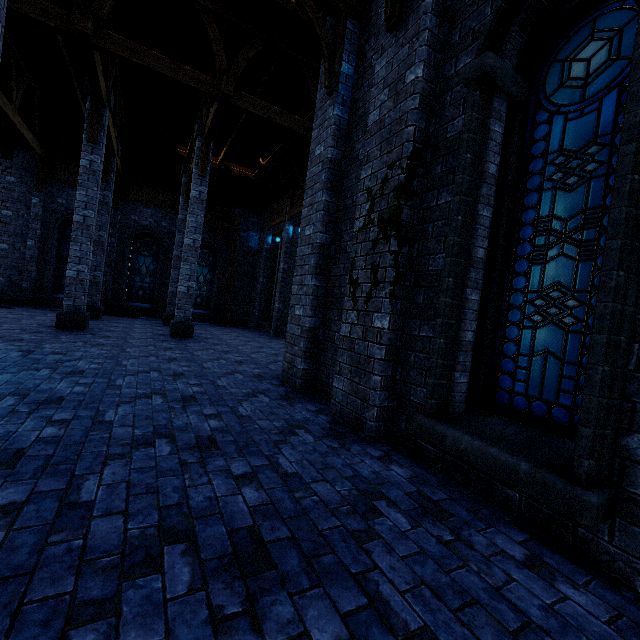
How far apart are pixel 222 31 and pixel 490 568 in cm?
1250

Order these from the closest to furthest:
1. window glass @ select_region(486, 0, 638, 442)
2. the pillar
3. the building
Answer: window glass @ select_region(486, 0, 638, 442)
the building
the pillar

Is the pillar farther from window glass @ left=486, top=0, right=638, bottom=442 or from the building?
window glass @ left=486, top=0, right=638, bottom=442

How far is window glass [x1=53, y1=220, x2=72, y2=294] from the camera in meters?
15.6

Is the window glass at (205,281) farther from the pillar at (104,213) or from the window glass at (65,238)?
the pillar at (104,213)

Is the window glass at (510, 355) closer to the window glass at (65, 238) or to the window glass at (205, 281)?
the window glass at (205, 281)

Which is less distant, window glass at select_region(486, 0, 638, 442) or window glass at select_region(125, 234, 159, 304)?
window glass at select_region(486, 0, 638, 442)

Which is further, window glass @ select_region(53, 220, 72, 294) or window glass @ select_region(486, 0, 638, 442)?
window glass @ select_region(53, 220, 72, 294)
